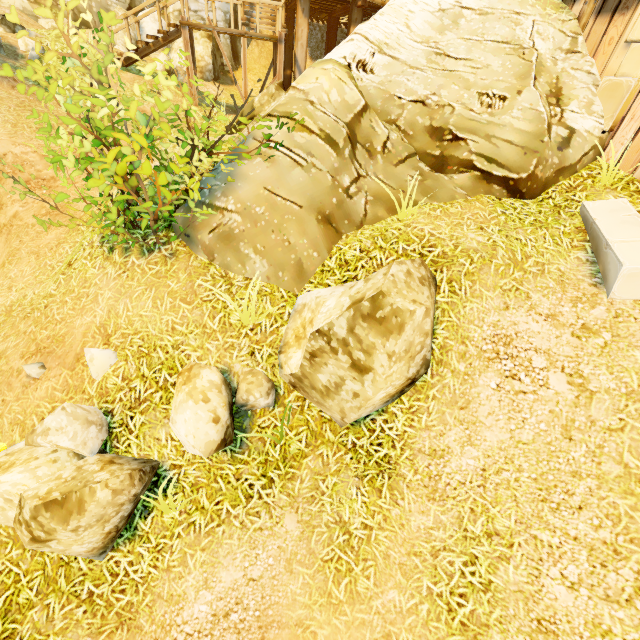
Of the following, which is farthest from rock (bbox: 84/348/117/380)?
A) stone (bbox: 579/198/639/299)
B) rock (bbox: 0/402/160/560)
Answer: stone (bbox: 579/198/639/299)

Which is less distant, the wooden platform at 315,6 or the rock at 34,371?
the rock at 34,371

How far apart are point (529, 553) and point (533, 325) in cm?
270

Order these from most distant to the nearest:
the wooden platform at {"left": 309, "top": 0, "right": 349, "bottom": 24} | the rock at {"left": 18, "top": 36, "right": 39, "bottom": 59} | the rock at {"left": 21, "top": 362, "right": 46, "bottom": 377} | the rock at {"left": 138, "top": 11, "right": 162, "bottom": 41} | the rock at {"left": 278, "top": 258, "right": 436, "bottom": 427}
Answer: the rock at {"left": 138, "top": 11, "right": 162, "bottom": 41}
the wooden platform at {"left": 309, "top": 0, "right": 349, "bottom": 24}
the rock at {"left": 18, "top": 36, "right": 39, "bottom": 59}
the rock at {"left": 21, "top": 362, "right": 46, "bottom": 377}
the rock at {"left": 278, "top": 258, "right": 436, "bottom": 427}

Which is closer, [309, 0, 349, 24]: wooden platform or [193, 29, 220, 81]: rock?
[309, 0, 349, 24]: wooden platform

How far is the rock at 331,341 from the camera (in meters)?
3.15

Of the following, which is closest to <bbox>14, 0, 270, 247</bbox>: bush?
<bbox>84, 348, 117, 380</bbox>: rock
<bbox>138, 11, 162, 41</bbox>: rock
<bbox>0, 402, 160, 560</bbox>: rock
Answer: <bbox>84, 348, 117, 380</bbox>: rock

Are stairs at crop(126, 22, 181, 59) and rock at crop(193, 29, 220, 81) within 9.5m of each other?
yes
